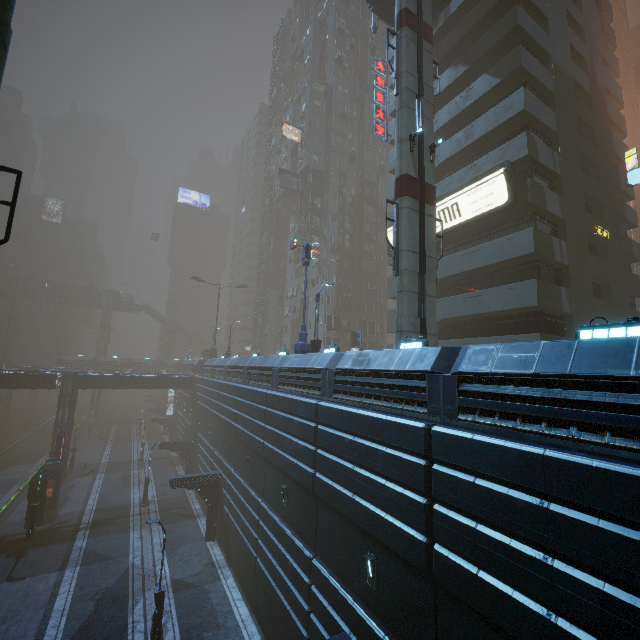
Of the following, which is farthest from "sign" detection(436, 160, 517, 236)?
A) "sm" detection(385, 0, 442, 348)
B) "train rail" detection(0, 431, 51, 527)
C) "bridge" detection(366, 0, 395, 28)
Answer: "train rail" detection(0, 431, 51, 527)

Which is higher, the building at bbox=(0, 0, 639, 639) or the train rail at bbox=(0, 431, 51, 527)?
the building at bbox=(0, 0, 639, 639)

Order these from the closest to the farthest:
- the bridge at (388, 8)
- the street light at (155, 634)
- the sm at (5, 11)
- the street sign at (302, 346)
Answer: the sm at (5, 11)
the street light at (155, 634)
the street sign at (302, 346)
the bridge at (388, 8)

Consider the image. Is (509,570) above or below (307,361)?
below

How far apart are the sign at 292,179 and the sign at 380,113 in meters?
19.7

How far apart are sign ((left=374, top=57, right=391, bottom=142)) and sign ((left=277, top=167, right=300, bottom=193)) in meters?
19.7 m

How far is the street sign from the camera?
18.6m

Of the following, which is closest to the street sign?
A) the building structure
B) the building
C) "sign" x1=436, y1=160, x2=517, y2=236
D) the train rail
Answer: the building
